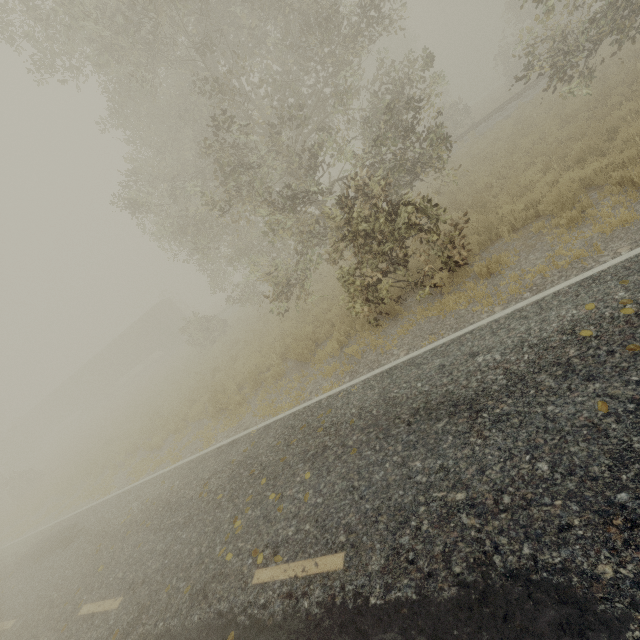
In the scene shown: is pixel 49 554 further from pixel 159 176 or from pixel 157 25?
pixel 157 25

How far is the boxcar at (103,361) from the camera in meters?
34.4 m

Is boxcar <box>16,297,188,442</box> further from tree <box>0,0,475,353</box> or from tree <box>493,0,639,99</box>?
tree <box>493,0,639,99</box>

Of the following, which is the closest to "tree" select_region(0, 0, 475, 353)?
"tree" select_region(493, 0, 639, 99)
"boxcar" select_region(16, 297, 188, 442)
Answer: "tree" select_region(493, 0, 639, 99)

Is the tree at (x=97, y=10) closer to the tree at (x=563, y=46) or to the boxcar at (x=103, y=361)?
the tree at (x=563, y=46)
